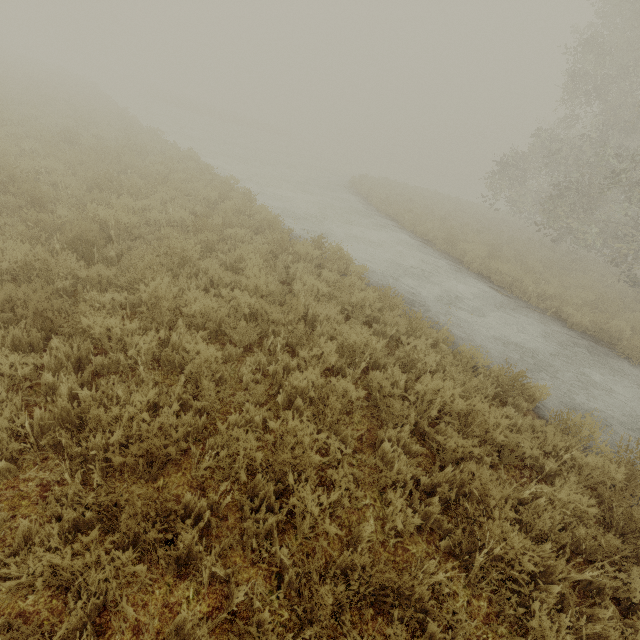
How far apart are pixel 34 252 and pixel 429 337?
6.7m
